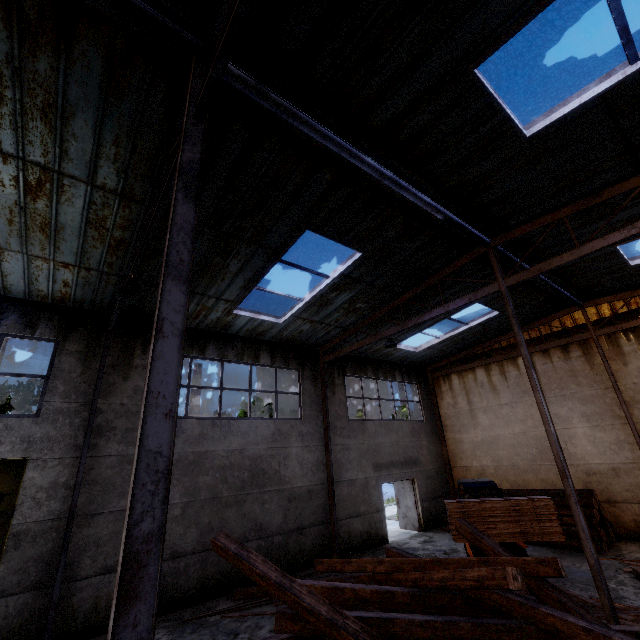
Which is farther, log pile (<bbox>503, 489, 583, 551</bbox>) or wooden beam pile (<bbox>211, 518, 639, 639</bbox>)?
log pile (<bbox>503, 489, 583, 551</bbox>)

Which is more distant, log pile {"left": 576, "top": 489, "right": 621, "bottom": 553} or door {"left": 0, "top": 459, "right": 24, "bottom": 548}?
log pile {"left": 576, "top": 489, "right": 621, "bottom": 553}

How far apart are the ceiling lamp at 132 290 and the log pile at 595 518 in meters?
15.0 m

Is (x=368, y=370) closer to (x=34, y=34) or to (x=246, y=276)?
(x=246, y=276)

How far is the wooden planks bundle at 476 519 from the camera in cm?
827

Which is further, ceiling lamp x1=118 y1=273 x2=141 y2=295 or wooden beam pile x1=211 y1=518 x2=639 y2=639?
ceiling lamp x1=118 y1=273 x2=141 y2=295

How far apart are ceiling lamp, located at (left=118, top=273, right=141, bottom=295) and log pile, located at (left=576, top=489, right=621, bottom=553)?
15.0 meters

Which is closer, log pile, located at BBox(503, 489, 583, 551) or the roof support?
the roof support
